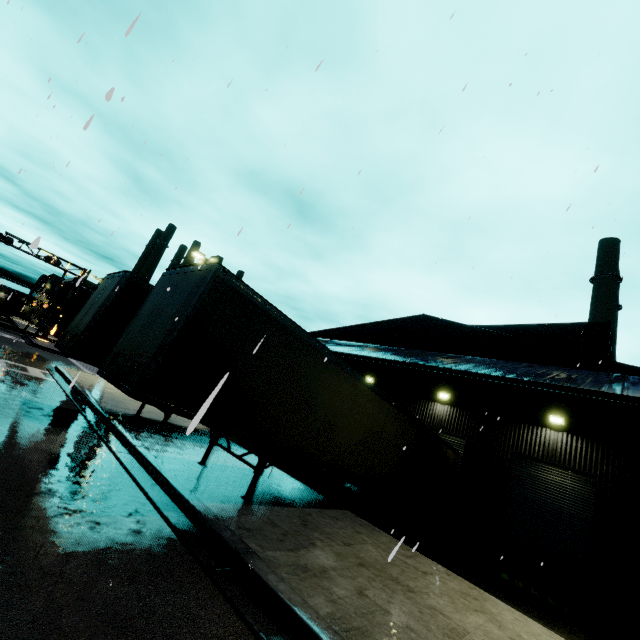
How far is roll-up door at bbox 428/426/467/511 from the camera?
15.5 meters

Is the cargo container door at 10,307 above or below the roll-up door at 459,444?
below

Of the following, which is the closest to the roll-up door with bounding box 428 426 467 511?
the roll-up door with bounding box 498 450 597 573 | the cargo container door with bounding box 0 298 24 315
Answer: the roll-up door with bounding box 498 450 597 573

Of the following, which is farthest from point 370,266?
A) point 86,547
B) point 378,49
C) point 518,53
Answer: point 86,547

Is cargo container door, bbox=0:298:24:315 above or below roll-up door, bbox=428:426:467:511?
below

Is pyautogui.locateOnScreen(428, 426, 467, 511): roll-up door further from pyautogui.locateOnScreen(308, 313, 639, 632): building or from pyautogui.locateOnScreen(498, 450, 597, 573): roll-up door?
pyautogui.locateOnScreen(498, 450, 597, 573): roll-up door

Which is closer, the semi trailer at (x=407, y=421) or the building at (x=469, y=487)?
the semi trailer at (x=407, y=421)

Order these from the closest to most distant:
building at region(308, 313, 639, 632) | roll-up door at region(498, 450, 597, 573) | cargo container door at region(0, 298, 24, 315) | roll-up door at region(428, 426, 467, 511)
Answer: building at region(308, 313, 639, 632)
roll-up door at region(498, 450, 597, 573)
roll-up door at region(428, 426, 467, 511)
cargo container door at region(0, 298, 24, 315)
